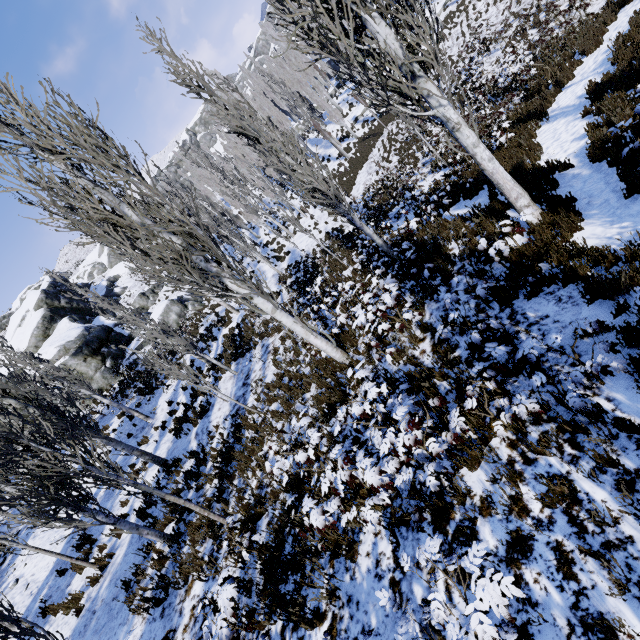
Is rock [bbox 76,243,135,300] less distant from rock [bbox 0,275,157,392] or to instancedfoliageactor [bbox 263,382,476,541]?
rock [bbox 0,275,157,392]

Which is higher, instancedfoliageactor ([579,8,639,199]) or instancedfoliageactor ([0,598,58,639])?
instancedfoliageactor ([0,598,58,639])

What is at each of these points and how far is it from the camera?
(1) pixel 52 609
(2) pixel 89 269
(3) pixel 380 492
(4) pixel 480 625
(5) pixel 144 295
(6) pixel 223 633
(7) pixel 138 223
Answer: (1) instancedfoliageactor, 9.1m
(2) rock, 56.2m
(3) instancedfoliageactor, 4.1m
(4) instancedfoliageactor, 2.0m
(5) rock, 38.9m
(6) instancedfoliageactor, 3.4m
(7) instancedfoliageactor, 6.7m

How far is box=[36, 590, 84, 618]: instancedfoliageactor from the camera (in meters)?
8.55

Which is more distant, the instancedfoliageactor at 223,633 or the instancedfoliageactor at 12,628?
the instancedfoliageactor at 12,628

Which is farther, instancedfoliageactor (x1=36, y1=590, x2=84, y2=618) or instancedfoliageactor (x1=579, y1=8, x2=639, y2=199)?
instancedfoliageactor (x1=36, y1=590, x2=84, y2=618)
